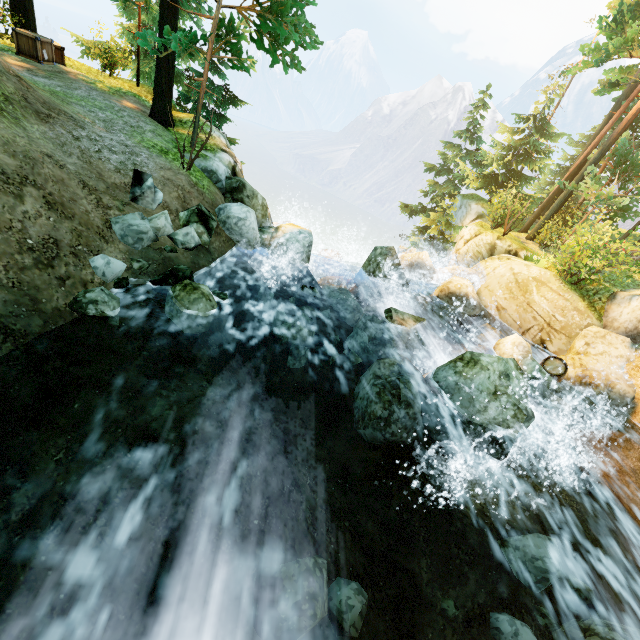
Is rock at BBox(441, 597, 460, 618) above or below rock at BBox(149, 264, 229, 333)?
below

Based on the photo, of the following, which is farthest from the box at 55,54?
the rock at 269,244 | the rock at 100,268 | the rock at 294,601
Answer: the rock at 294,601

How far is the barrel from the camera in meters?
9.1

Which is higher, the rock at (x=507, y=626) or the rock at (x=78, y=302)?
the rock at (x=78, y=302)

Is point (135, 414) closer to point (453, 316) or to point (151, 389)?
point (151, 389)

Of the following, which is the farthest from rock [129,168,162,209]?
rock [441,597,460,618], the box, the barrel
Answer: the box

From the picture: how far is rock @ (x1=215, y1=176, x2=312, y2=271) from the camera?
9.32m

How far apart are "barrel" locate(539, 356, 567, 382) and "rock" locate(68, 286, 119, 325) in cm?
1063
